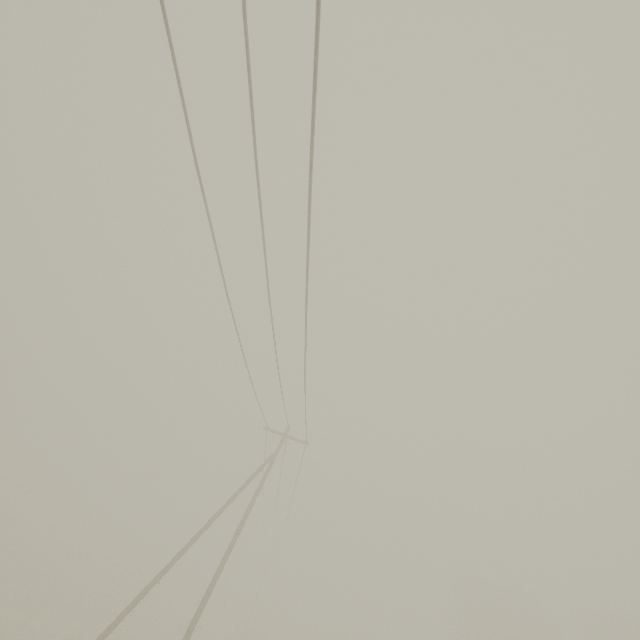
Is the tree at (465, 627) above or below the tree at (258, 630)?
above

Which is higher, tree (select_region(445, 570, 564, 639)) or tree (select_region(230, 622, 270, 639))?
tree (select_region(445, 570, 564, 639))

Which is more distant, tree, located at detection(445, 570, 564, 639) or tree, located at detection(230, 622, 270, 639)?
tree, located at detection(230, 622, 270, 639)

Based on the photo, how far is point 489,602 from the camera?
37.22m

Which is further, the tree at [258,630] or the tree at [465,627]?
the tree at [258,630]
